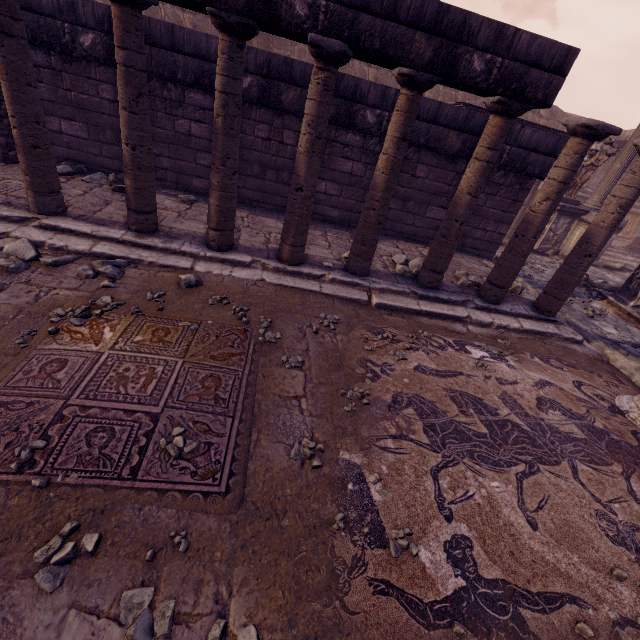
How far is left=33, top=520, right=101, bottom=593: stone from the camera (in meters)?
1.52

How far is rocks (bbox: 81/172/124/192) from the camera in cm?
561

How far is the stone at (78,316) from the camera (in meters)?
2.86

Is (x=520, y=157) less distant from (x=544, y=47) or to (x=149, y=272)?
(x=544, y=47)

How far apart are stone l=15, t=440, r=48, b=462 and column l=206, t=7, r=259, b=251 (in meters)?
3.09

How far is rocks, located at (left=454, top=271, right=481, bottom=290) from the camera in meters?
5.6

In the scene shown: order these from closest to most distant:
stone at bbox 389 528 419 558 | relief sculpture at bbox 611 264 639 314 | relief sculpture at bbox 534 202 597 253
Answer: stone at bbox 389 528 419 558, relief sculpture at bbox 611 264 639 314, relief sculpture at bbox 534 202 597 253

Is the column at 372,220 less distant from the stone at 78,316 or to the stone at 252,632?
the stone at 78,316
